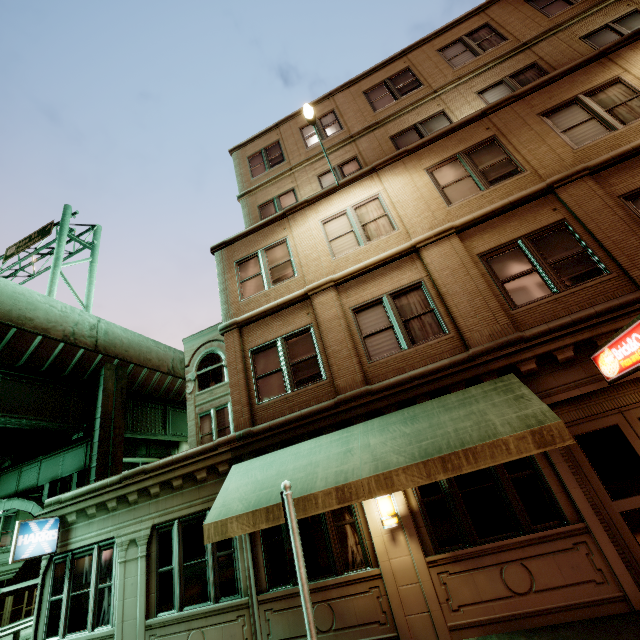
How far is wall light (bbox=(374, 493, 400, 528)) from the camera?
6.6m

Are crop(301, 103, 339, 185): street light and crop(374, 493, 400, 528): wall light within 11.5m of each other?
yes

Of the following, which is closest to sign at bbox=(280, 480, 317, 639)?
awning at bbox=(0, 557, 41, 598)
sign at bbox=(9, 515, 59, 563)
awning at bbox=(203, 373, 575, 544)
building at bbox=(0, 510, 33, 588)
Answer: awning at bbox=(203, 373, 575, 544)

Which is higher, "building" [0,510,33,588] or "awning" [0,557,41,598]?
"building" [0,510,33,588]

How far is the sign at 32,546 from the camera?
8.7 meters

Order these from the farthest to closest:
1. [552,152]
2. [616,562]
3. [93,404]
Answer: [93,404], [552,152], [616,562]

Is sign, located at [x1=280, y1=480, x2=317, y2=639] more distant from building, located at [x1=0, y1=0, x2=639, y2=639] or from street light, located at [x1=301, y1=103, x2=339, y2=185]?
street light, located at [x1=301, y1=103, x2=339, y2=185]

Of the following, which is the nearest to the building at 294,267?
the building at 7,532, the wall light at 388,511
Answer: the wall light at 388,511
